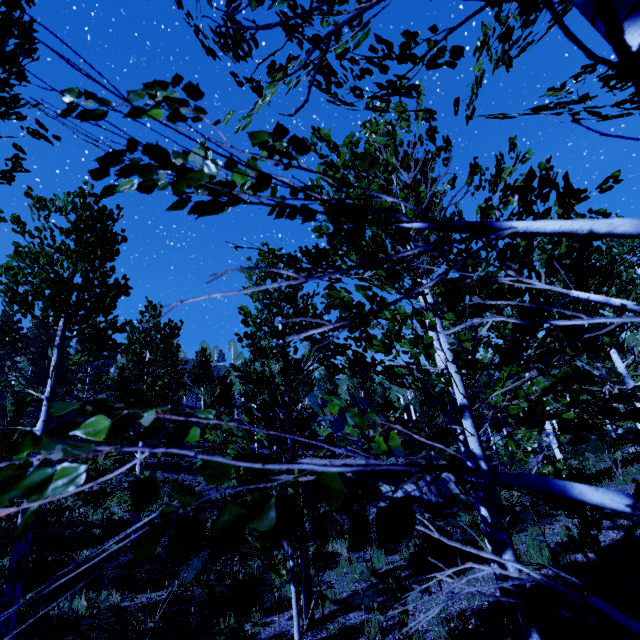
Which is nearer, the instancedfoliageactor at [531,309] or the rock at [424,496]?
the instancedfoliageactor at [531,309]

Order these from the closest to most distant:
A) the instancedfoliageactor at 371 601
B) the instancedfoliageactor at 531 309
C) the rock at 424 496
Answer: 1. the instancedfoliageactor at 531 309
2. the instancedfoliageactor at 371 601
3. the rock at 424 496

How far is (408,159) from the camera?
3.1m

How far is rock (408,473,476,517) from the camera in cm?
1584

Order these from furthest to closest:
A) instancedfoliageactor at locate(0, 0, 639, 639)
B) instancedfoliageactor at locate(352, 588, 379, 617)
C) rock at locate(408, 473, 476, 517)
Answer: rock at locate(408, 473, 476, 517), instancedfoliageactor at locate(352, 588, 379, 617), instancedfoliageactor at locate(0, 0, 639, 639)

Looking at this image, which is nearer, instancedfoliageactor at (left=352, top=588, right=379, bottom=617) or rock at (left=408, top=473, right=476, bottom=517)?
instancedfoliageactor at (left=352, top=588, right=379, bottom=617)

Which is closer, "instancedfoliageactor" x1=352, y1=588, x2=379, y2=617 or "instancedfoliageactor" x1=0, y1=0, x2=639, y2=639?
"instancedfoliageactor" x1=0, y1=0, x2=639, y2=639
